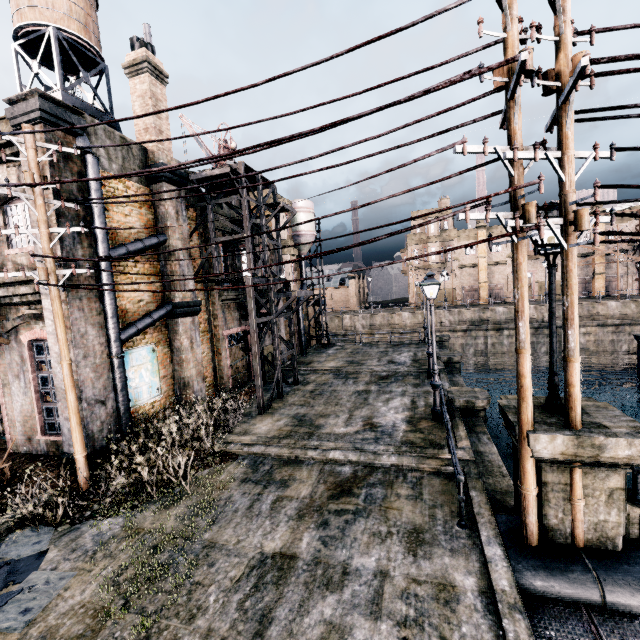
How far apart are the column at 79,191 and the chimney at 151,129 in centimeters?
288cm

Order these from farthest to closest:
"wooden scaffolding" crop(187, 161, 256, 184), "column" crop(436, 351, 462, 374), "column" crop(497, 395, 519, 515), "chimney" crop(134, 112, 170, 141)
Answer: "column" crop(436, 351, 462, 374) < "chimney" crop(134, 112, 170, 141) < "wooden scaffolding" crop(187, 161, 256, 184) < "column" crop(497, 395, 519, 515)

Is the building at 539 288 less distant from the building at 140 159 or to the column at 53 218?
the building at 140 159

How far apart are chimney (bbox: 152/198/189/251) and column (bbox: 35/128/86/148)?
2.9 meters

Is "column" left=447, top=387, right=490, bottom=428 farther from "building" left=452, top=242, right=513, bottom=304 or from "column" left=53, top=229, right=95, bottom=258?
"building" left=452, top=242, right=513, bottom=304

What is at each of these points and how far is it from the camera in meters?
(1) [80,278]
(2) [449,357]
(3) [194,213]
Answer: (1) column, 10.5 m
(2) column, 21.6 m
(3) building, 17.0 m

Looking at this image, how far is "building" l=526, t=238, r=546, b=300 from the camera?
49.1m
